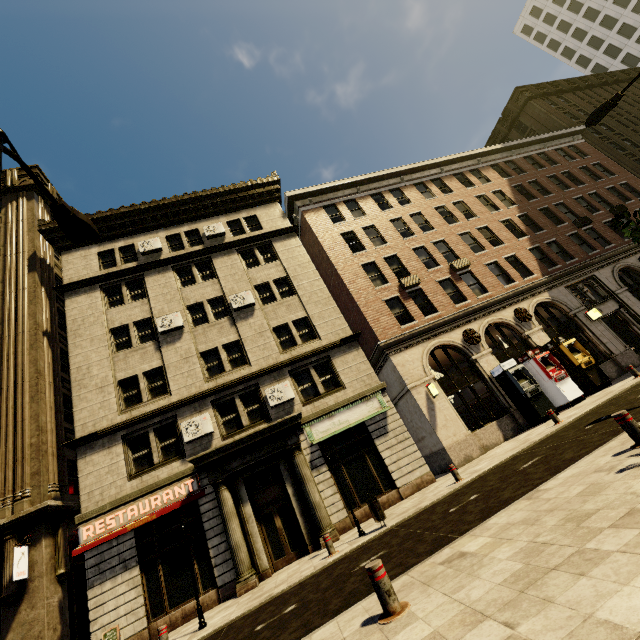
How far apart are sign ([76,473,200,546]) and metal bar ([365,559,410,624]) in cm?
1130

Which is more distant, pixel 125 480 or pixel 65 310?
pixel 65 310

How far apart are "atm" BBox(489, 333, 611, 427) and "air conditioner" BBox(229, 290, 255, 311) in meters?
14.9

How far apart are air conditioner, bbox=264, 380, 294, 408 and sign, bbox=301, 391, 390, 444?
1.3 meters

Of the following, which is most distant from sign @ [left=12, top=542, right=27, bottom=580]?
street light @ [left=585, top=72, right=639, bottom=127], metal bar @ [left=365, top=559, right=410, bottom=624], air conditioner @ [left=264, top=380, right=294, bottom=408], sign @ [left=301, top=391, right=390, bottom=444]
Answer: street light @ [left=585, top=72, right=639, bottom=127]

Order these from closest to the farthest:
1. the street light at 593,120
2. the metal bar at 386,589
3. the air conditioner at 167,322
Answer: the metal bar at 386,589 → the street light at 593,120 → the air conditioner at 167,322

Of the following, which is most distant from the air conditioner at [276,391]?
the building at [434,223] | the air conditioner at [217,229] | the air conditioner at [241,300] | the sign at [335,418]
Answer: the air conditioner at [217,229]

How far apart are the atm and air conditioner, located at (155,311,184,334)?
18.30m
